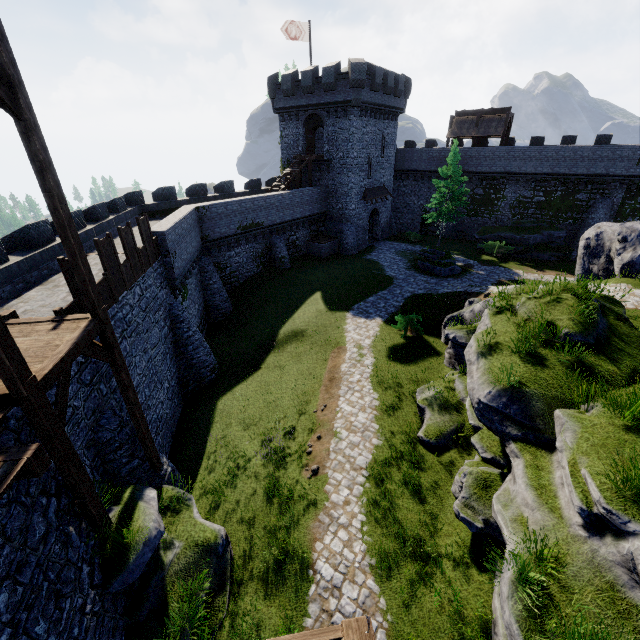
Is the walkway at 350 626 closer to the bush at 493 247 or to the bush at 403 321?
the bush at 403 321

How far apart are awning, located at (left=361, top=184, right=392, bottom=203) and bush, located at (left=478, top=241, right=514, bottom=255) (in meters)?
11.66

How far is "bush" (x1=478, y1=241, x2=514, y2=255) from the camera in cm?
3280

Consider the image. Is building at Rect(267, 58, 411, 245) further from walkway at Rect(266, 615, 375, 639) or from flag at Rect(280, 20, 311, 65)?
walkway at Rect(266, 615, 375, 639)

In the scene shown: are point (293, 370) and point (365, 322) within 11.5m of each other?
yes

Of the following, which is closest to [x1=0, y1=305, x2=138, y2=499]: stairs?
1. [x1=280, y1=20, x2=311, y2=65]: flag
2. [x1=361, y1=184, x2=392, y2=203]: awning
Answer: [x1=361, y1=184, x2=392, y2=203]: awning

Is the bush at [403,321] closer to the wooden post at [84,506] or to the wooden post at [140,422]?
the wooden post at [140,422]

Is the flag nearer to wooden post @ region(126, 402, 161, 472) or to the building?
the building
